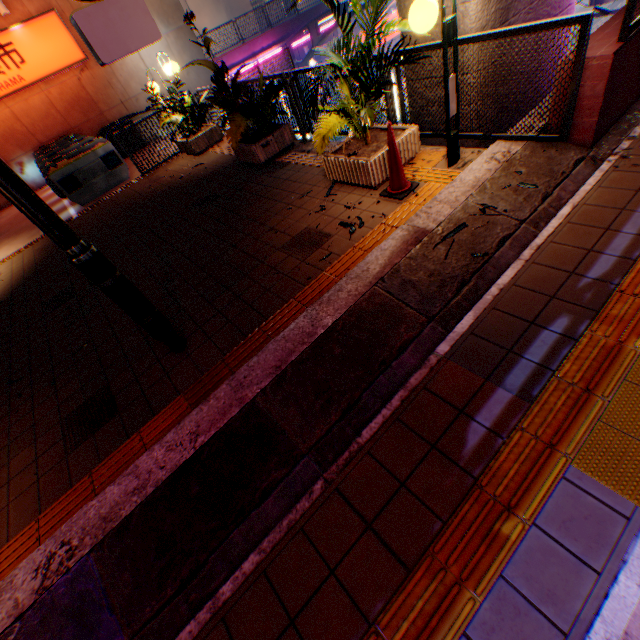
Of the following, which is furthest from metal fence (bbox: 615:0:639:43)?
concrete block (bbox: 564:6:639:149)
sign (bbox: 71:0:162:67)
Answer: sign (bbox: 71:0:162:67)

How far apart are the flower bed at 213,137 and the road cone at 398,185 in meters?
7.0

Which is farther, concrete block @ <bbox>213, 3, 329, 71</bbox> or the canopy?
concrete block @ <bbox>213, 3, 329, 71</bbox>

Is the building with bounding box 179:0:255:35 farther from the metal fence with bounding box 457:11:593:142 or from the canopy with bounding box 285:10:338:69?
the canopy with bounding box 285:10:338:69

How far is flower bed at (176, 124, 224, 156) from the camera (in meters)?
9.01

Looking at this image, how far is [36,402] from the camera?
3.9m

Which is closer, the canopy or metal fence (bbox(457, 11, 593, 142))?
metal fence (bbox(457, 11, 593, 142))

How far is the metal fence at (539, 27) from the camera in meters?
3.2 m
